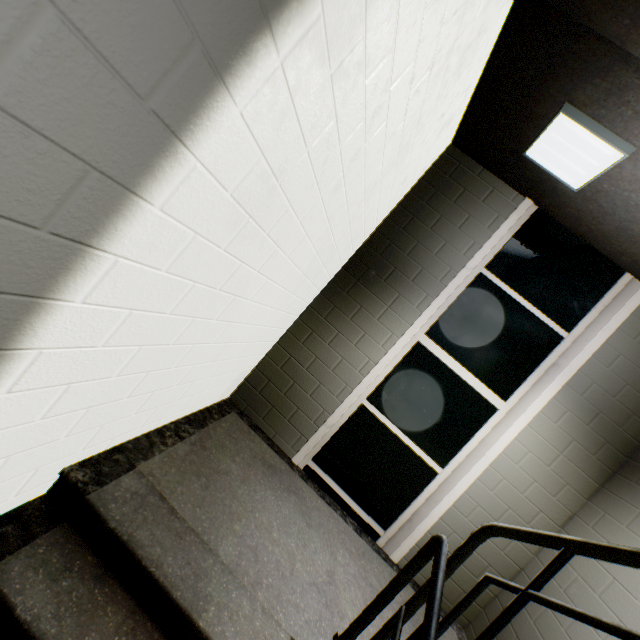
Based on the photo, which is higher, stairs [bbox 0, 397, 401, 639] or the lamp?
the lamp

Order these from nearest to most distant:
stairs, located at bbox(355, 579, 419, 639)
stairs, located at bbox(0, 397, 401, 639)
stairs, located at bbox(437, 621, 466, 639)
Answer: stairs, located at bbox(0, 397, 401, 639)
stairs, located at bbox(355, 579, 419, 639)
stairs, located at bbox(437, 621, 466, 639)

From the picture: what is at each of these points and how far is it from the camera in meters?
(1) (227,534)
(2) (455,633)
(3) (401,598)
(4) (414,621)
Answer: (1) stairs, 1.8 m
(2) stairs, 2.7 m
(3) stairs, 2.6 m
(4) stairs, 2.4 m

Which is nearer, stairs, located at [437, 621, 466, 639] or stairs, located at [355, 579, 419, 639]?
stairs, located at [355, 579, 419, 639]

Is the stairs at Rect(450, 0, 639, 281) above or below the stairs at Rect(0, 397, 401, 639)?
above

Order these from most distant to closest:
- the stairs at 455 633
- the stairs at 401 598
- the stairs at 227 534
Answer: the stairs at 455 633
the stairs at 401 598
the stairs at 227 534

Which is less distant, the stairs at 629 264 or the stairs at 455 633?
the stairs at 629 264
